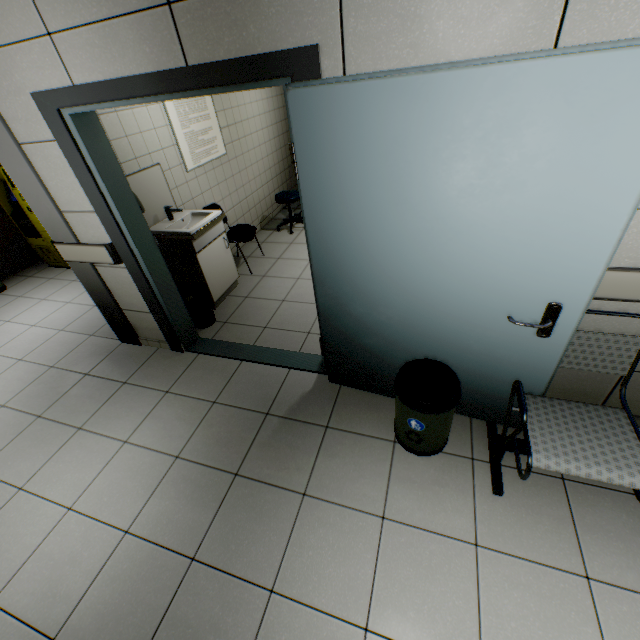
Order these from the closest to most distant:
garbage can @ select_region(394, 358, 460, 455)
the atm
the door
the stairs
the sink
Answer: the door < garbage can @ select_region(394, 358, 460, 455) < the sink < the atm < the stairs

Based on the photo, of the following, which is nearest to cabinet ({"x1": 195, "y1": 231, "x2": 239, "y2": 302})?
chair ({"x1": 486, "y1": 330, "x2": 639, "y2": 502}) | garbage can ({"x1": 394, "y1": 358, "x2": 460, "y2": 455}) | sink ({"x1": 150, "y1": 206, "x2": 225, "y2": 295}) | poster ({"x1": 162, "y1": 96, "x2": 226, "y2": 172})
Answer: sink ({"x1": 150, "y1": 206, "x2": 225, "y2": 295})

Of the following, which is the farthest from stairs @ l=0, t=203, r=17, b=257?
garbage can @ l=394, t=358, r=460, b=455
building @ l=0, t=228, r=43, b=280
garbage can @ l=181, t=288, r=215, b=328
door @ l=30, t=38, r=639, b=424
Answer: garbage can @ l=394, t=358, r=460, b=455

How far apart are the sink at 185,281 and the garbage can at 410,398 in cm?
240

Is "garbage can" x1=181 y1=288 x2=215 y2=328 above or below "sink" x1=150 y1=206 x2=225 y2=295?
below

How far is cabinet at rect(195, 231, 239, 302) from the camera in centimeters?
350cm

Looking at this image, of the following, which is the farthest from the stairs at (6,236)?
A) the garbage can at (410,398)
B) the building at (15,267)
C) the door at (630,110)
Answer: the garbage can at (410,398)

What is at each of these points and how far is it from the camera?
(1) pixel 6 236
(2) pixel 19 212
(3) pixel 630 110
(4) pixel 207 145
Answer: (1) stairs, 5.1m
(2) atm, 4.8m
(3) door, 1.1m
(4) poster, 4.1m
